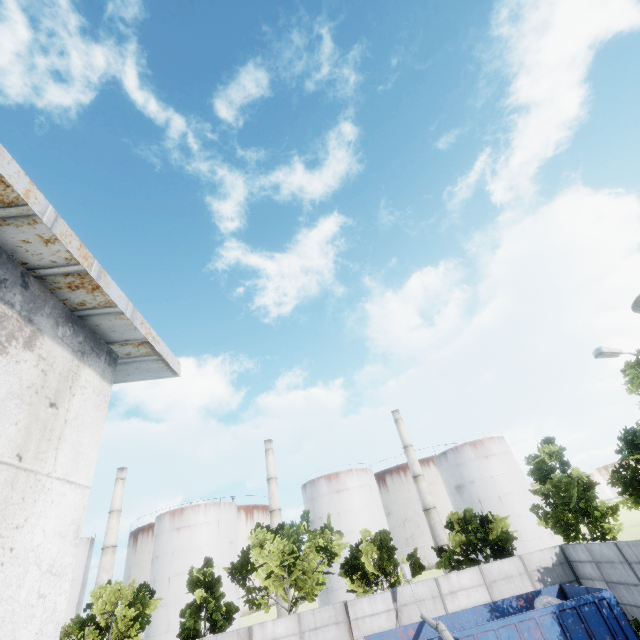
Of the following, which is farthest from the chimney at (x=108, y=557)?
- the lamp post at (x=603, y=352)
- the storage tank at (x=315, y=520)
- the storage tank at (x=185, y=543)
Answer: the lamp post at (x=603, y=352)

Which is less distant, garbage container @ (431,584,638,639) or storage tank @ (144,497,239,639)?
garbage container @ (431,584,638,639)

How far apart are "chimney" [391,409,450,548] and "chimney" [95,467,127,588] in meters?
46.5 m

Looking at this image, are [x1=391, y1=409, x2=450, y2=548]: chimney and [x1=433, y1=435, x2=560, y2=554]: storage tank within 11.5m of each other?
yes

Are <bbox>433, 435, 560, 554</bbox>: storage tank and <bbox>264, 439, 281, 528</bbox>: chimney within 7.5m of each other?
no

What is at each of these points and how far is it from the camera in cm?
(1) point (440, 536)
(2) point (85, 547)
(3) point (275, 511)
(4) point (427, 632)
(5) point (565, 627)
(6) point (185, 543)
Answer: (1) chimney, 4697
(2) storage tank, 5350
(3) chimney, 5106
(4) garbage container, 1756
(5) garbage container, 1435
(6) storage tank, 4778

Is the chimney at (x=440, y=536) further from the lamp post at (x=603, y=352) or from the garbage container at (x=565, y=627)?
the lamp post at (x=603, y=352)

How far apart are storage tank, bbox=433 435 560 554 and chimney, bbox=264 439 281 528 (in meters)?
28.55
